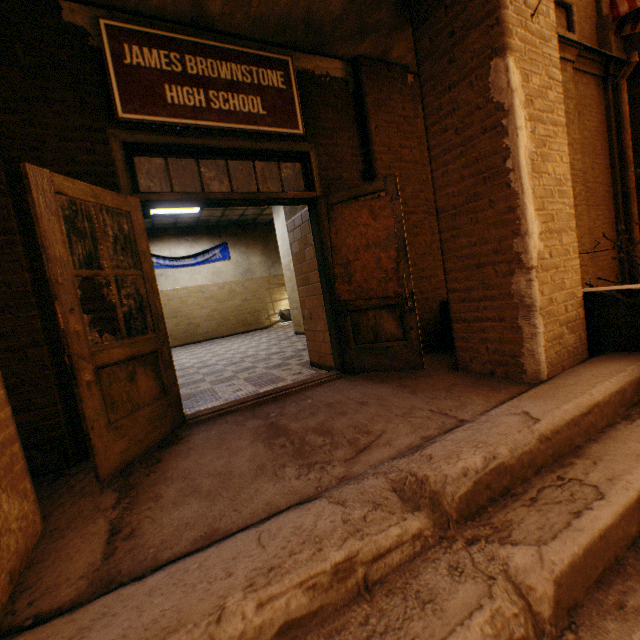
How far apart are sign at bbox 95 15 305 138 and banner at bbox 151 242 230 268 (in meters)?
8.59

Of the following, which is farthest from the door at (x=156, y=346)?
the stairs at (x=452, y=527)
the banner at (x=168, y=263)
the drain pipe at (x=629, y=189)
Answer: the banner at (x=168, y=263)

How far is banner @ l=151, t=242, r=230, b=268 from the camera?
10.6 meters

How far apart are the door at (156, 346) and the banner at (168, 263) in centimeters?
840cm

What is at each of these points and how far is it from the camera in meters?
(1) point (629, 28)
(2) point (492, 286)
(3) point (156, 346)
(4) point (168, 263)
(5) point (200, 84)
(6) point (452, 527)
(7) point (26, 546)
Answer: (1) flag, 2.0 m
(2) awning, 2.6 m
(3) door, 2.6 m
(4) banner, 10.7 m
(5) sign, 2.9 m
(6) stairs, 1.4 m
(7) awning, 1.5 m

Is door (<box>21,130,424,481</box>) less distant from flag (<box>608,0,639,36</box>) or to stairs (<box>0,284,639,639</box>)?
stairs (<box>0,284,639,639</box>)

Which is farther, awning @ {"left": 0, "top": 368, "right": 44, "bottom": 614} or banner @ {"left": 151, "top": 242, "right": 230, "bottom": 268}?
banner @ {"left": 151, "top": 242, "right": 230, "bottom": 268}

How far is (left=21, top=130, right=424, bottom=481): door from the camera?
2.0 meters
